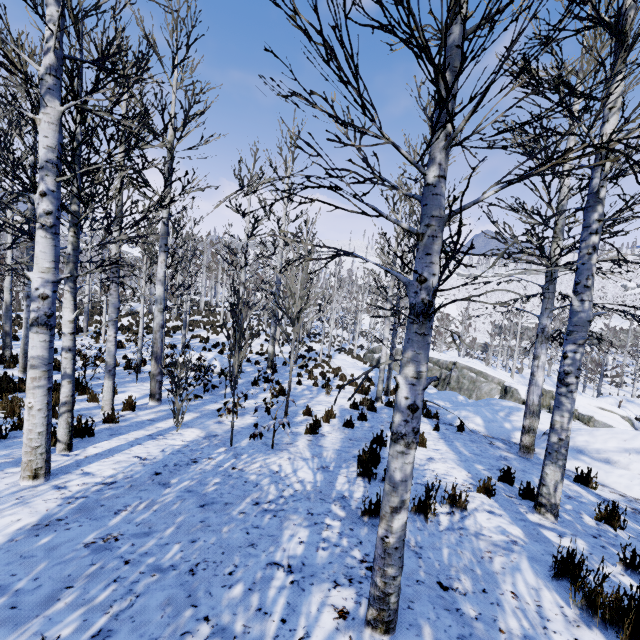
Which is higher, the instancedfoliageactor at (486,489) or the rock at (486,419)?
the instancedfoliageactor at (486,489)

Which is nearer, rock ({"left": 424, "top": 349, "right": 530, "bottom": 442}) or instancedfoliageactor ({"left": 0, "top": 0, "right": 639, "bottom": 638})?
instancedfoliageactor ({"left": 0, "top": 0, "right": 639, "bottom": 638})

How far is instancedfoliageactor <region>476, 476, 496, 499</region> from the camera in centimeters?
478cm

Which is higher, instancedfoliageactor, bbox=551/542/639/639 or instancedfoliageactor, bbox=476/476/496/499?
instancedfoliageactor, bbox=551/542/639/639

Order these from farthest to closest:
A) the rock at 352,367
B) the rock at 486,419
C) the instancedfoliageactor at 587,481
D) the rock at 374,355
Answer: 1. the rock at 374,355
2. the rock at 352,367
3. the rock at 486,419
4. the instancedfoliageactor at 587,481

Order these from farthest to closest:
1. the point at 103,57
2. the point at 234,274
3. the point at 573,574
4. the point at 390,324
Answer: the point at 390,324 < the point at 234,274 < the point at 103,57 < the point at 573,574
